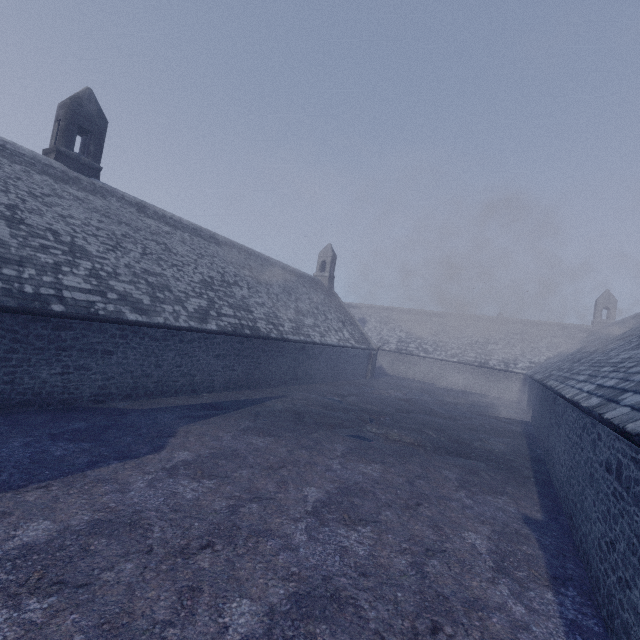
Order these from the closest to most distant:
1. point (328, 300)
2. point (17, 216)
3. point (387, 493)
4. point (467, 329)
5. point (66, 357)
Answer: point (387, 493)
point (66, 357)
point (17, 216)
point (328, 300)
point (467, 329)
